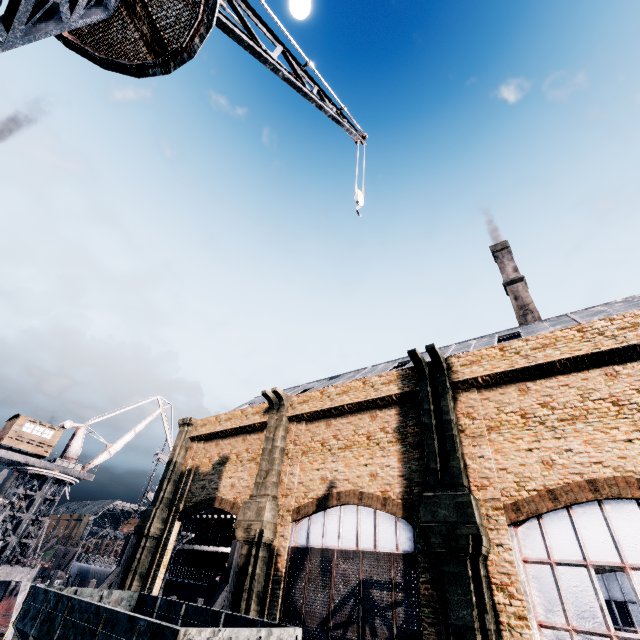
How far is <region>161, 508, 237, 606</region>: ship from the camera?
30.5m

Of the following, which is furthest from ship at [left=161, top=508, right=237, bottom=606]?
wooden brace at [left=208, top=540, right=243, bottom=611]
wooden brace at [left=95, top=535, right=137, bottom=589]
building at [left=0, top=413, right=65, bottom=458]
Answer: building at [left=0, top=413, right=65, bottom=458]

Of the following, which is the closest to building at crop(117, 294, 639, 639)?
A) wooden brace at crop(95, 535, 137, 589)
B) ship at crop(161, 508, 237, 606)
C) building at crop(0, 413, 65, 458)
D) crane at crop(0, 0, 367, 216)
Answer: wooden brace at crop(95, 535, 137, 589)

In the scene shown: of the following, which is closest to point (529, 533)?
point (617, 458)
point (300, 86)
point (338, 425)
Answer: point (617, 458)

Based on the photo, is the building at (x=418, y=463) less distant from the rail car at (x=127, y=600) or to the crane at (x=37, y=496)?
the rail car at (x=127, y=600)

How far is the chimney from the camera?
51.49m

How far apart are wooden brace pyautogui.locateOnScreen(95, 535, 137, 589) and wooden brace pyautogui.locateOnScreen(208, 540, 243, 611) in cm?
1169

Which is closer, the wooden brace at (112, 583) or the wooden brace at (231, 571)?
the wooden brace at (231, 571)
